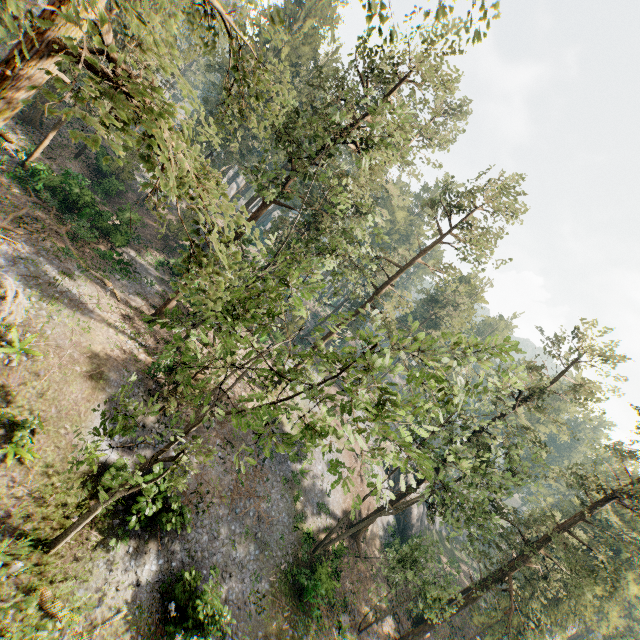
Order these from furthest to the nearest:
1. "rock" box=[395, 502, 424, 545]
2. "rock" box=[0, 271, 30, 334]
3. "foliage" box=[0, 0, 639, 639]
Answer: "rock" box=[395, 502, 424, 545], "rock" box=[0, 271, 30, 334], "foliage" box=[0, 0, 639, 639]

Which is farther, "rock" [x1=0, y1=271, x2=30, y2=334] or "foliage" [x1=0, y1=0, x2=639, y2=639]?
"rock" [x1=0, y1=271, x2=30, y2=334]

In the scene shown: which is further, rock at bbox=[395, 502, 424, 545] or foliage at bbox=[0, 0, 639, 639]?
rock at bbox=[395, 502, 424, 545]

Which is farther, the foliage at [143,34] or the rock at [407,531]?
the rock at [407,531]

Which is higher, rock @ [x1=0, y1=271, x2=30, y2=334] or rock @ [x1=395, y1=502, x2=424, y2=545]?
rock @ [x1=0, y1=271, x2=30, y2=334]

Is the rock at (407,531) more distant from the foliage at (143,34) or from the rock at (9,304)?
the rock at (9,304)

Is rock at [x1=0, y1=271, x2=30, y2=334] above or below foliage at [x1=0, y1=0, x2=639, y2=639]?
below

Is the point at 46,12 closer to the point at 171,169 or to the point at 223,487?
the point at 171,169
